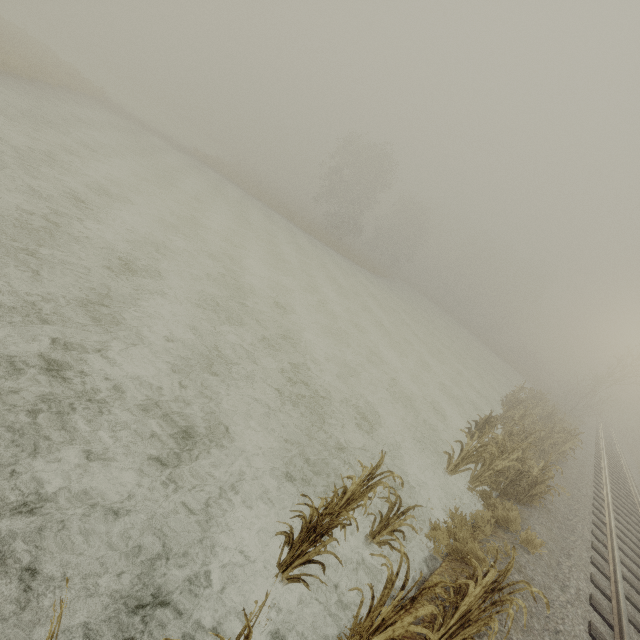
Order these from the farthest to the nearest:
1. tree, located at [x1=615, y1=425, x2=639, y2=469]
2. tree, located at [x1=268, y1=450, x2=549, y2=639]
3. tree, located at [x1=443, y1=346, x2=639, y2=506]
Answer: tree, located at [x1=615, y1=425, x2=639, y2=469], tree, located at [x1=443, y1=346, x2=639, y2=506], tree, located at [x1=268, y1=450, x2=549, y2=639]

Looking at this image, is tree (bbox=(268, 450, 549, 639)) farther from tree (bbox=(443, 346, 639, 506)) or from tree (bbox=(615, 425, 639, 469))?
tree (bbox=(615, 425, 639, 469))

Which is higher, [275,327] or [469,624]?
[469,624]

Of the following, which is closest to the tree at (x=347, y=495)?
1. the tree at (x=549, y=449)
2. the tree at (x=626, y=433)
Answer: the tree at (x=549, y=449)

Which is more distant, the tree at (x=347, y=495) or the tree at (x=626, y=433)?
the tree at (x=626, y=433)

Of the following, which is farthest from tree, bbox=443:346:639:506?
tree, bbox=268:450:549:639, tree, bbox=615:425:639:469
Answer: tree, bbox=268:450:549:639
